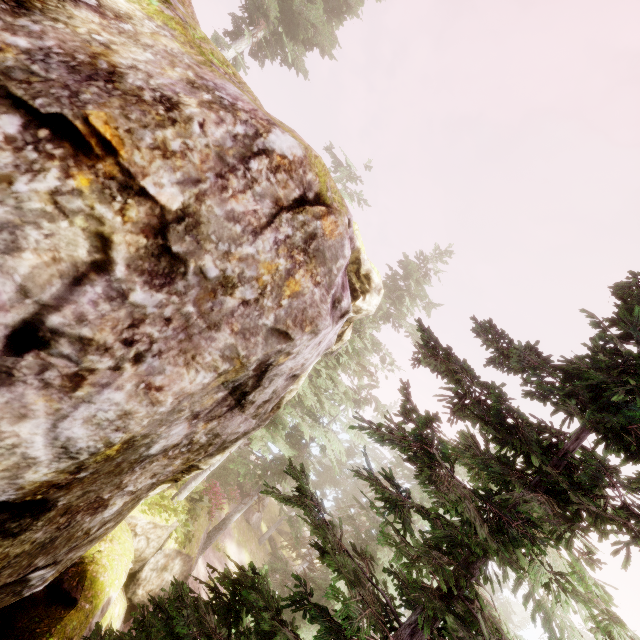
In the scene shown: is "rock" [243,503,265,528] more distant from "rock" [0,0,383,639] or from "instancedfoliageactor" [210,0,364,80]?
"rock" [0,0,383,639]

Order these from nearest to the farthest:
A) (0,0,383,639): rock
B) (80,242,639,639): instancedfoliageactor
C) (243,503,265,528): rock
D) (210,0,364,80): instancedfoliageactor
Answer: (0,0,383,639): rock
(80,242,639,639): instancedfoliageactor
(210,0,364,80): instancedfoliageactor
(243,503,265,528): rock

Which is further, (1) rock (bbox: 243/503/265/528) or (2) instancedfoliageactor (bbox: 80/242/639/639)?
(1) rock (bbox: 243/503/265/528)

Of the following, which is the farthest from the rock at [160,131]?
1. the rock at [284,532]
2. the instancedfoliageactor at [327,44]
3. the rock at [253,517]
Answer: the rock at [284,532]

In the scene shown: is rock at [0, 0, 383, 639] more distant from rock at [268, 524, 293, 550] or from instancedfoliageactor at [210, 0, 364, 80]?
rock at [268, 524, 293, 550]

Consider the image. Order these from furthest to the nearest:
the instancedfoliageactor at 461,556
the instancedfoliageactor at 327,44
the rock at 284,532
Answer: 1. the rock at 284,532
2. the instancedfoliageactor at 327,44
3. the instancedfoliageactor at 461,556

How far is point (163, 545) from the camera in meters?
14.1
